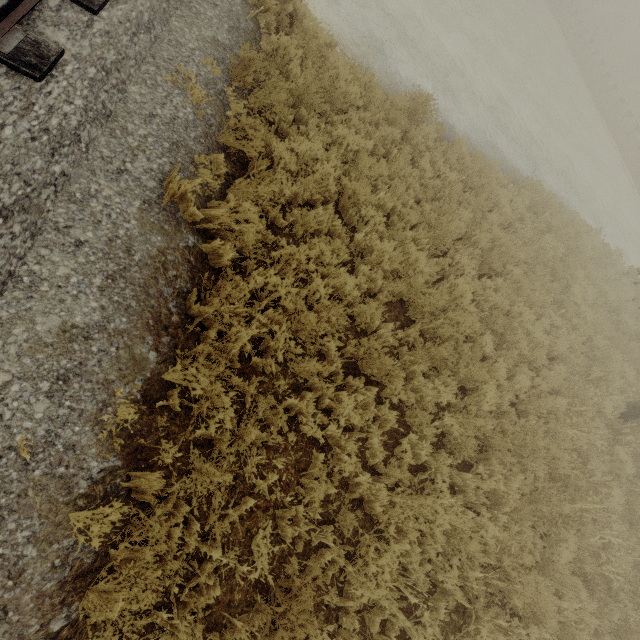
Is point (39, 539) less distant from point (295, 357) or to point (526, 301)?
point (295, 357)
